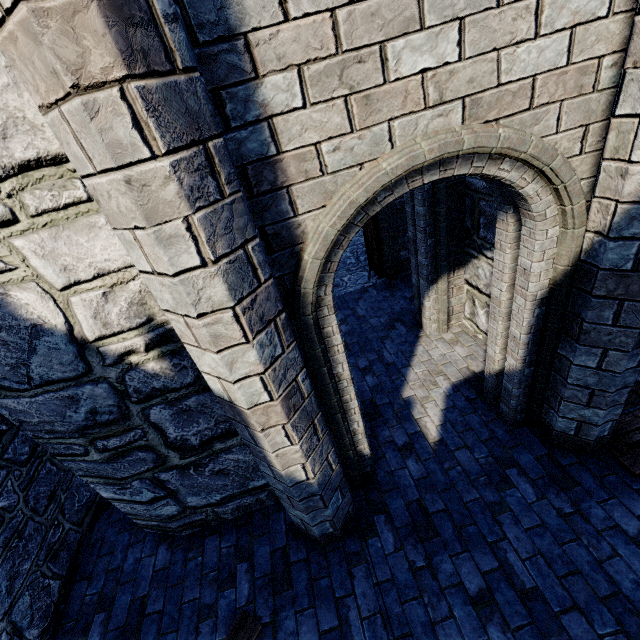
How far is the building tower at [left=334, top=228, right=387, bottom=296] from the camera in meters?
7.4

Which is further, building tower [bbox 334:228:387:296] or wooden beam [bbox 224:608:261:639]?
building tower [bbox 334:228:387:296]

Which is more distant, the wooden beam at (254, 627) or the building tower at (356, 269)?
the building tower at (356, 269)

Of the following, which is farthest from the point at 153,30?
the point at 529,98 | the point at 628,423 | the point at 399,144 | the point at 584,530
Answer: the point at 628,423

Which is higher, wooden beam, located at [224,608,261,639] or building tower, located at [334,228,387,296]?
wooden beam, located at [224,608,261,639]

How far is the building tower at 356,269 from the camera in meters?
7.4
